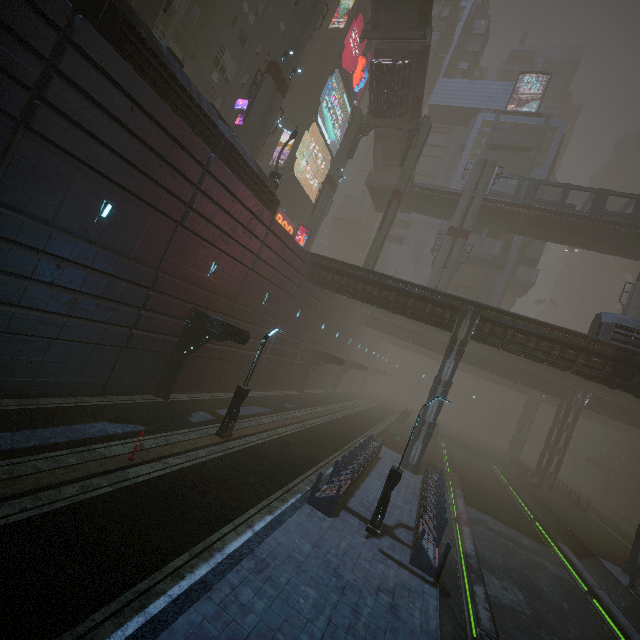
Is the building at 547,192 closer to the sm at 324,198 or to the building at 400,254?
the building at 400,254

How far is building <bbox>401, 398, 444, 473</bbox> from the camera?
21.47m

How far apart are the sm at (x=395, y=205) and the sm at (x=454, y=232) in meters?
5.4

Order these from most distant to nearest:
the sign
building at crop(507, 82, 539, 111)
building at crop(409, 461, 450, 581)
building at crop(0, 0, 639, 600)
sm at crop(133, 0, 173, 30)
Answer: building at crop(507, 82, 539, 111) → the sign → sm at crop(133, 0, 173, 30) → building at crop(409, 461, 450, 581) → building at crop(0, 0, 639, 600)

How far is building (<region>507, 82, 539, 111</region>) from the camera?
50.2m

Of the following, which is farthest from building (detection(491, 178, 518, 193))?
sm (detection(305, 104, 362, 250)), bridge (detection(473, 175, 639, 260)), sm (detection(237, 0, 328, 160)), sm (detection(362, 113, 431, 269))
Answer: sm (detection(237, 0, 328, 160))

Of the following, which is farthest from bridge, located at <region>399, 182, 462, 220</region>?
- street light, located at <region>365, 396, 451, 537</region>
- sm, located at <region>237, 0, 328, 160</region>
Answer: street light, located at <region>365, 396, 451, 537</region>

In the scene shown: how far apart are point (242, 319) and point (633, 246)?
38.3m
